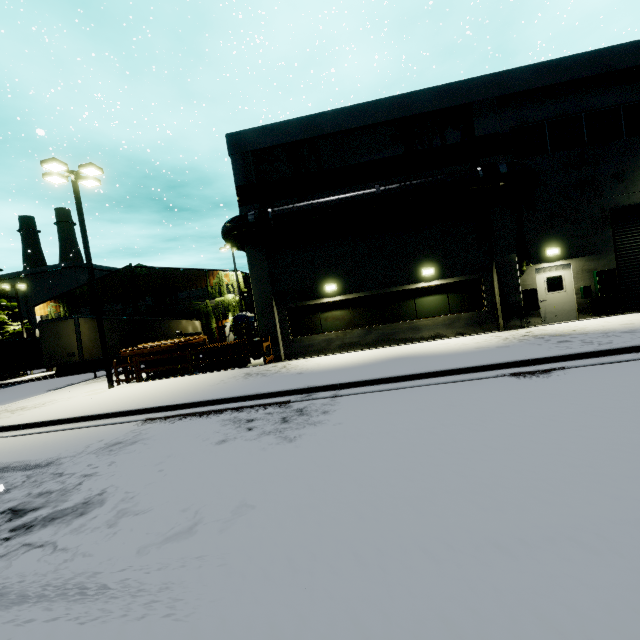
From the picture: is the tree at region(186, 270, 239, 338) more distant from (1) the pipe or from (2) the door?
(2) the door

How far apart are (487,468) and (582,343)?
7.32m

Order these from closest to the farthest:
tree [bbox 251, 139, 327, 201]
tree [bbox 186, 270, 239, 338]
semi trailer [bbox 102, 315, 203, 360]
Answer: tree [bbox 251, 139, 327, 201], semi trailer [bbox 102, 315, 203, 360], tree [bbox 186, 270, 239, 338]

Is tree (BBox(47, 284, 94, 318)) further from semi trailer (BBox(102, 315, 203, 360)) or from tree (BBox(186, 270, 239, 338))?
tree (BBox(186, 270, 239, 338))

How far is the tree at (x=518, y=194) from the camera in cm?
1391

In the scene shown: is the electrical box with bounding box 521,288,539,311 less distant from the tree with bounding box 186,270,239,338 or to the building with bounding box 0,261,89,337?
the building with bounding box 0,261,89,337

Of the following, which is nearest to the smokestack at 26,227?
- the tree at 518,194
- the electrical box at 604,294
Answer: the tree at 518,194

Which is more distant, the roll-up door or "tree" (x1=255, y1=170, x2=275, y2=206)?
"tree" (x1=255, y1=170, x2=275, y2=206)
